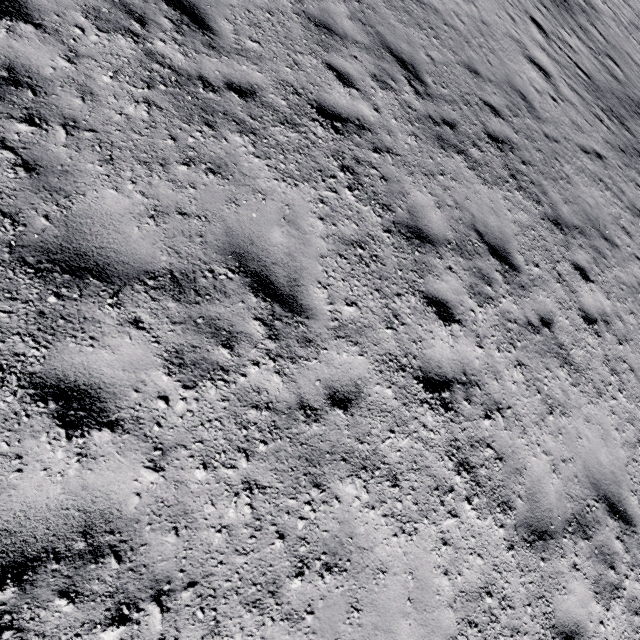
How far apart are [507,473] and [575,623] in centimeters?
181cm
